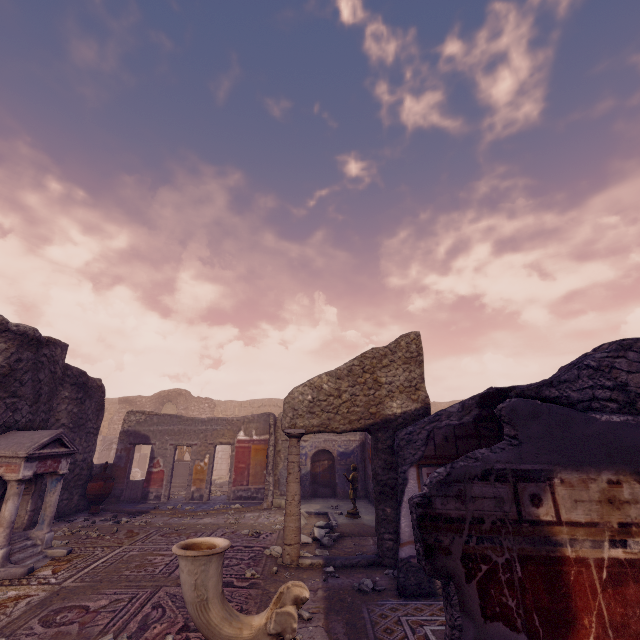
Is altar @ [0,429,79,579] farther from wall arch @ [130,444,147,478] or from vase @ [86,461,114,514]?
wall arch @ [130,444,147,478]

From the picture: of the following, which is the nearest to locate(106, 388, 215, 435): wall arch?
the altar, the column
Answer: the altar

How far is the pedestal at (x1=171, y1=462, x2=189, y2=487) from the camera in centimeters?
1517cm

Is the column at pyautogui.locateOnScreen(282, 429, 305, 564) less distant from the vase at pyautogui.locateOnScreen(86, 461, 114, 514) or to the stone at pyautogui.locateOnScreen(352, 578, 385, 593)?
the stone at pyautogui.locateOnScreen(352, 578, 385, 593)

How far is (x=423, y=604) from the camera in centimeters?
406cm

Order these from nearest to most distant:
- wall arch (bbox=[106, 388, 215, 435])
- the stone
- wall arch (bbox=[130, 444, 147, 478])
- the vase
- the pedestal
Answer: the stone → the vase → the pedestal → wall arch (bbox=[130, 444, 147, 478]) → wall arch (bbox=[106, 388, 215, 435])

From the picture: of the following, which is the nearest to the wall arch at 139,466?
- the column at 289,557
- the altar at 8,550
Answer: the altar at 8,550

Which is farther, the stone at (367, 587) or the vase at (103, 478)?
the vase at (103, 478)
